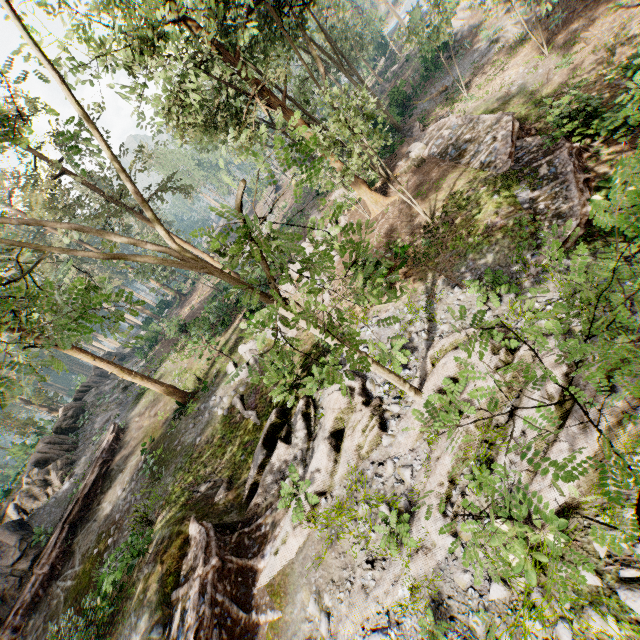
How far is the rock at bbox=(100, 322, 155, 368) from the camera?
37.8 meters

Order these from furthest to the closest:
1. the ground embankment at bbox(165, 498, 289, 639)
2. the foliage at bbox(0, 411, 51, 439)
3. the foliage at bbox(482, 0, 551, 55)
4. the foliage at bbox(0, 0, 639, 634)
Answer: the foliage at bbox(0, 411, 51, 439) < the foliage at bbox(482, 0, 551, 55) < the ground embankment at bbox(165, 498, 289, 639) < the foliage at bbox(0, 0, 639, 634)

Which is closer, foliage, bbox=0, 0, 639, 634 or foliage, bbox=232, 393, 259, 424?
foliage, bbox=0, 0, 639, 634

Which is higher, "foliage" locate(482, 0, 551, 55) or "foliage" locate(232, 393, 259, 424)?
"foliage" locate(232, 393, 259, 424)

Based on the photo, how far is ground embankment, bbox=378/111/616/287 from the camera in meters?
10.7

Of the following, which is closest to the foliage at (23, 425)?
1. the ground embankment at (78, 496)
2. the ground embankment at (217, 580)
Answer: the ground embankment at (217, 580)

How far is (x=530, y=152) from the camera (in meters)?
13.66

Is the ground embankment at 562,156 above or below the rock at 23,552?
below
